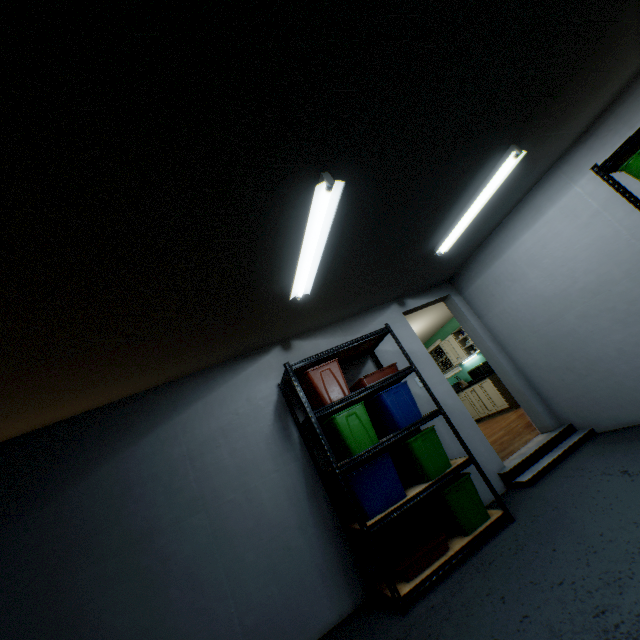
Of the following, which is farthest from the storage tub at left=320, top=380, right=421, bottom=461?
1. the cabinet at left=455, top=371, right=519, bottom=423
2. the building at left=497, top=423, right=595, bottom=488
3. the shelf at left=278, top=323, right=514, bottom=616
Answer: the cabinet at left=455, top=371, right=519, bottom=423

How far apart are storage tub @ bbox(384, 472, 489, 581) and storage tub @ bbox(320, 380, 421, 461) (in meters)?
0.66

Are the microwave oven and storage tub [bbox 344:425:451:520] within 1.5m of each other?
no

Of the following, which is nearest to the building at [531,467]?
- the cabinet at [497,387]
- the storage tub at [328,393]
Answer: the storage tub at [328,393]

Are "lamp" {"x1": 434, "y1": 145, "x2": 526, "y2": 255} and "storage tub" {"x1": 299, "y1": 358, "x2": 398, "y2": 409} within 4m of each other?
yes

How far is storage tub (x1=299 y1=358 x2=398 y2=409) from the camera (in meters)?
2.94

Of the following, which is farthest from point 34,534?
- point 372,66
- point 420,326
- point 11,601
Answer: point 420,326

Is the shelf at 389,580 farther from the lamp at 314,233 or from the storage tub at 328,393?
the lamp at 314,233
